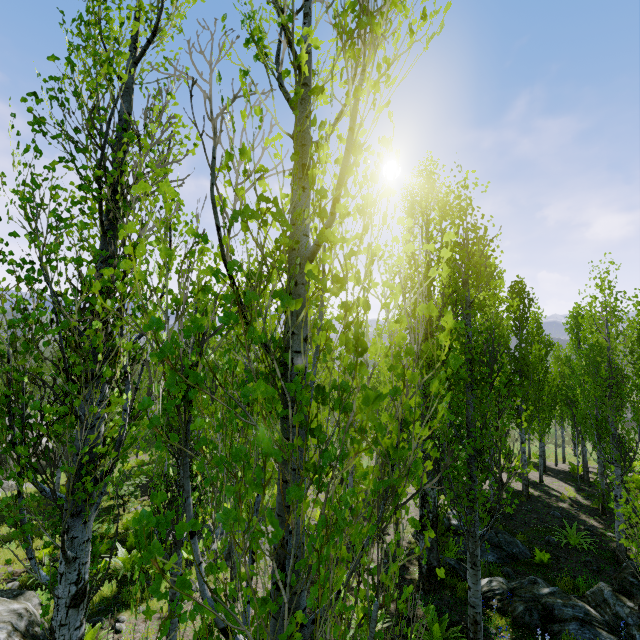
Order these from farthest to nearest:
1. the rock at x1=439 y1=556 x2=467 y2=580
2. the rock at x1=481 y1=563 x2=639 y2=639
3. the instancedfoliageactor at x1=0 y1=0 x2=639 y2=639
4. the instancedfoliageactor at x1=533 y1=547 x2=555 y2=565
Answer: the instancedfoliageactor at x1=533 y1=547 x2=555 y2=565 < the rock at x1=439 y1=556 x2=467 y2=580 < the rock at x1=481 y1=563 x2=639 y2=639 < the instancedfoliageactor at x1=0 y1=0 x2=639 y2=639

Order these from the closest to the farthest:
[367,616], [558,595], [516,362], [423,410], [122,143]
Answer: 1. [367,616]
2. [122,143]
3. [558,595]
4. [423,410]
5. [516,362]

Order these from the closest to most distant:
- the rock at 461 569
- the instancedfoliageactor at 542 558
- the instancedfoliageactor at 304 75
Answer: the instancedfoliageactor at 304 75 < the rock at 461 569 < the instancedfoliageactor at 542 558

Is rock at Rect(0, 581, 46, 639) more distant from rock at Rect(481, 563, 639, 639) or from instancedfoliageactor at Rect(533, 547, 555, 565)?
rock at Rect(481, 563, 639, 639)

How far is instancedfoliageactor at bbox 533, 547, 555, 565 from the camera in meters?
9.9 m

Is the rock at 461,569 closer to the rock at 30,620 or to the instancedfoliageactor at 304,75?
the instancedfoliageactor at 304,75

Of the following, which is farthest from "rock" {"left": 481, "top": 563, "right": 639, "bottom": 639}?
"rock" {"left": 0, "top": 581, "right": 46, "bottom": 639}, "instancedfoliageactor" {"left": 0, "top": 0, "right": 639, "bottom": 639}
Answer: "rock" {"left": 0, "top": 581, "right": 46, "bottom": 639}

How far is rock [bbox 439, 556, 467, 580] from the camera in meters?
9.2
